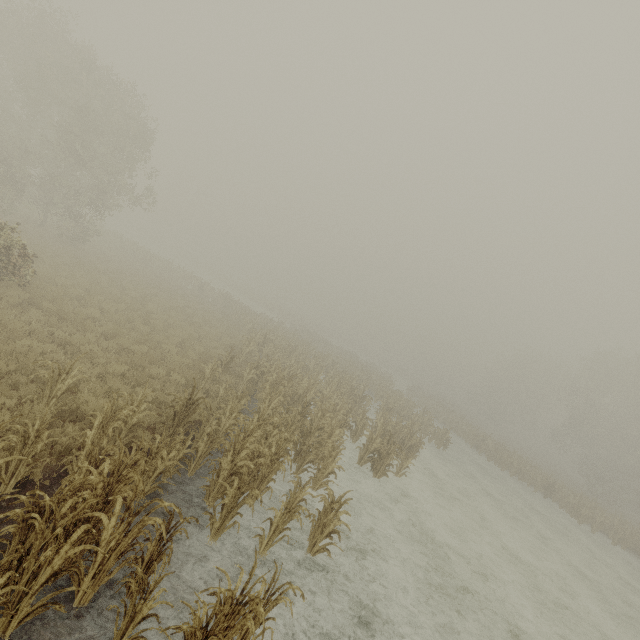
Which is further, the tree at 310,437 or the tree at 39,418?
the tree at 39,418

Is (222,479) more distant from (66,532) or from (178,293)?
(178,293)

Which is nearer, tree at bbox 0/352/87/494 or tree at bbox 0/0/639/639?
tree at bbox 0/0/639/639
